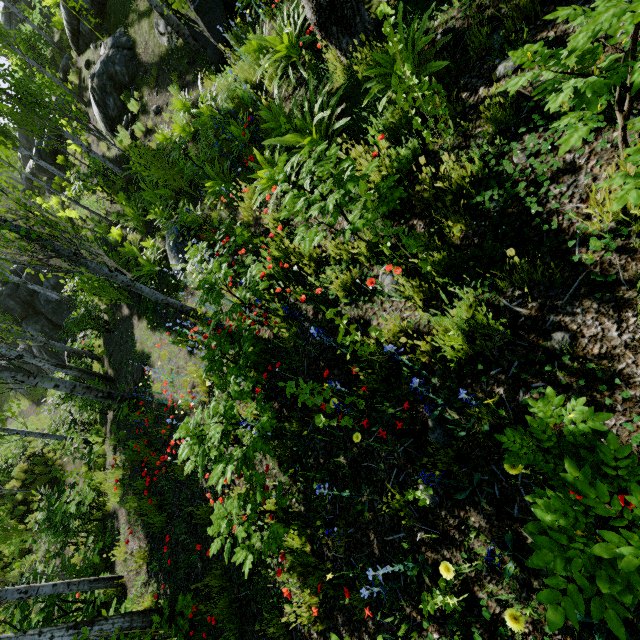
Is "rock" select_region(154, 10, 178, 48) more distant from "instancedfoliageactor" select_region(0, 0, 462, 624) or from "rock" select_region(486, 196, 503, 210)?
"rock" select_region(486, 196, 503, 210)

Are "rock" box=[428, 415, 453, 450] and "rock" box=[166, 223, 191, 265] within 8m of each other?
yes

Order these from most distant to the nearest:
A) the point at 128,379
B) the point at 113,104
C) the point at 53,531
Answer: the point at 113,104
the point at 128,379
the point at 53,531

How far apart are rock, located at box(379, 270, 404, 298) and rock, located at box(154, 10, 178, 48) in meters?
10.4

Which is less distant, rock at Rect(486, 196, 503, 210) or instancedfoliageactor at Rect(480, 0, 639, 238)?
instancedfoliageactor at Rect(480, 0, 639, 238)

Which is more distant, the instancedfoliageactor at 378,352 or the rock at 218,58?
the rock at 218,58

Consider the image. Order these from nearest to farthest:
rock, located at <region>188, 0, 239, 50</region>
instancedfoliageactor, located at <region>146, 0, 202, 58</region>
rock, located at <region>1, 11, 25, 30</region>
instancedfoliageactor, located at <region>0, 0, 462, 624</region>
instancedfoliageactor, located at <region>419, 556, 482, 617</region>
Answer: instancedfoliageactor, located at <region>419, 556, 482, 617</region>, instancedfoliageactor, located at <region>0, 0, 462, 624</region>, rock, located at <region>188, 0, 239, 50</region>, instancedfoliageactor, located at <region>146, 0, 202, 58</region>, rock, located at <region>1, 11, 25, 30</region>

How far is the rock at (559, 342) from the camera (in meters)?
2.02
